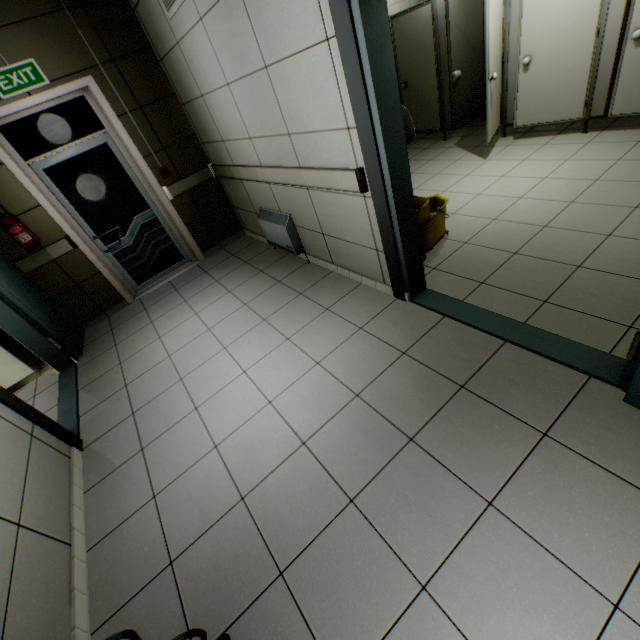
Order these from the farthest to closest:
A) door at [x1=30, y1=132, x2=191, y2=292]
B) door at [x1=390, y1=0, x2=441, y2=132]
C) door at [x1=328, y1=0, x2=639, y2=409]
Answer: door at [x1=390, y1=0, x2=441, y2=132] < door at [x1=30, y1=132, x2=191, y2=292] < door at [x1=328, y1=0, x2=639, y2=409]

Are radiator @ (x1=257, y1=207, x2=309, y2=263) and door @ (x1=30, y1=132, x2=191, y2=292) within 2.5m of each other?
yes

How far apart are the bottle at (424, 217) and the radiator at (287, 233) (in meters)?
1.19

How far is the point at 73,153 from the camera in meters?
4.0

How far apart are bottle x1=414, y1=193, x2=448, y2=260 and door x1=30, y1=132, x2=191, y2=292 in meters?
3.5 m

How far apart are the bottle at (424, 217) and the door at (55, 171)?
3.5 meters

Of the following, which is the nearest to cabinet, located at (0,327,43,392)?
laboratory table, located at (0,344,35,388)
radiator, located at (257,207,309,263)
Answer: laboratory table, located at (0,344,35,388)

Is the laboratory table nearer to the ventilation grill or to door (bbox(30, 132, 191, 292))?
door (bbox(30, 132, 191, 292))
